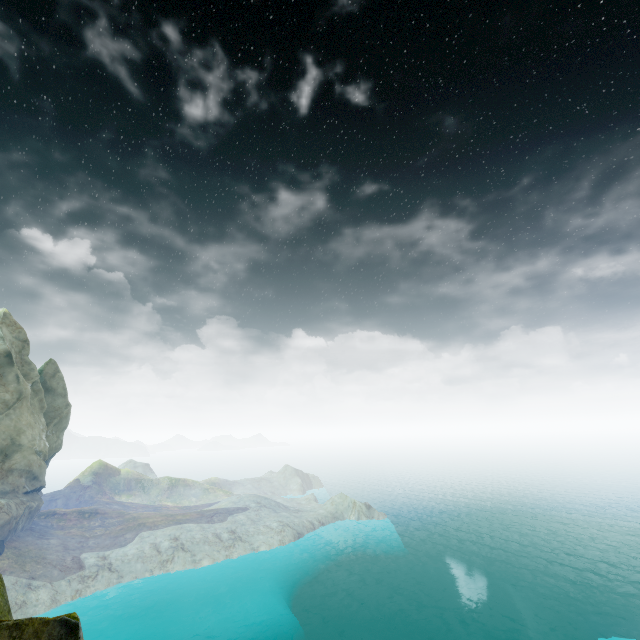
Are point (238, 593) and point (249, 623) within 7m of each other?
yes
